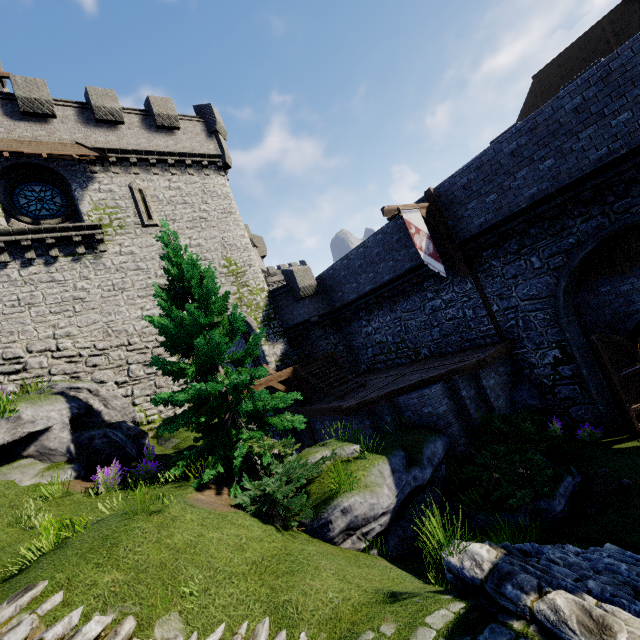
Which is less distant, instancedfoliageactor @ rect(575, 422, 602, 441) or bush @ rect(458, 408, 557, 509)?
bush @ rect(458, 408, 557, 509)

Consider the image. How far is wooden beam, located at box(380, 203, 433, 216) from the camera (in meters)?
11.70

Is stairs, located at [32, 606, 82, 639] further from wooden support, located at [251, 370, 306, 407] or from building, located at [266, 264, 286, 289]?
building, located at [266, 264, 286, 289]

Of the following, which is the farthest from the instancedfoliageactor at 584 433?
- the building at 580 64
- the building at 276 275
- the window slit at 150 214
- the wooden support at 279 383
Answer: the building at 276 275

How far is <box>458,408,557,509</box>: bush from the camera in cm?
791

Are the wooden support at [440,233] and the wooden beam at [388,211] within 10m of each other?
yes

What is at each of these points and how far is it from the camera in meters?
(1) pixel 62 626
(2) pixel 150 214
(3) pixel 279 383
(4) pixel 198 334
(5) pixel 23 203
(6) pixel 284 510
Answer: (1) stairs, 3.7
(2) window slit, 17.5
(3) wooden support, 17.7
(4) tree, 8.9
(5) window glass, 15.4
(6) bush, 6.8

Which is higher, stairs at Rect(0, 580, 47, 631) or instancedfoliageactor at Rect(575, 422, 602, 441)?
stairs at Rect(0, 580, 47, 631)
